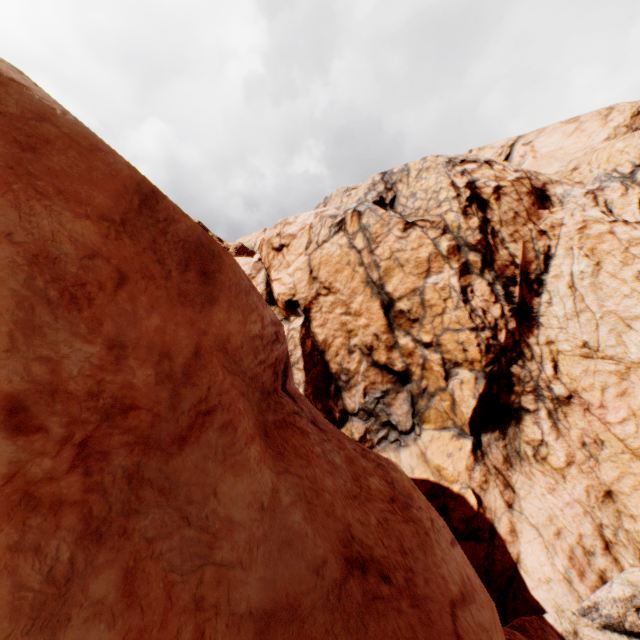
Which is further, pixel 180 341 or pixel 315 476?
pixel 315 476
